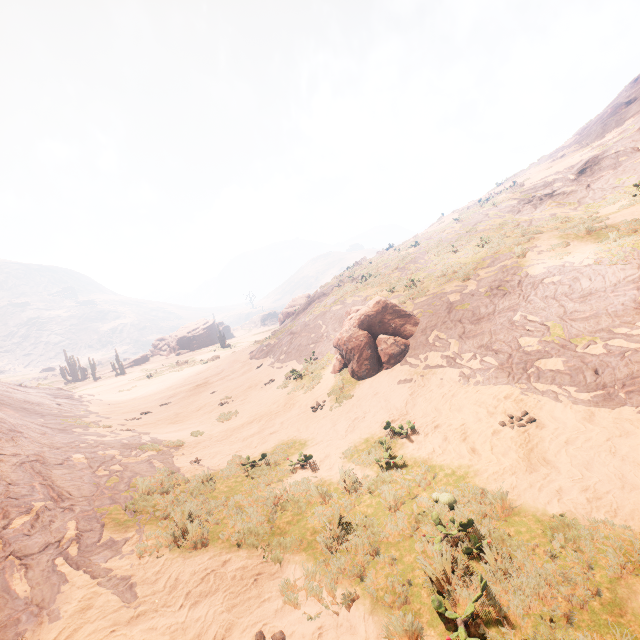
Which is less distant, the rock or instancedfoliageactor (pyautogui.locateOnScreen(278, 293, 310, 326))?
instancedfoliageactor (pyautogui.locateOnScreen(278, 293, 310, 326))

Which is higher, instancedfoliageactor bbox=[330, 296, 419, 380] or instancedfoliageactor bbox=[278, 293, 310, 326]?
instancedfoliageactor bbox=[278, 293, 310, 326]

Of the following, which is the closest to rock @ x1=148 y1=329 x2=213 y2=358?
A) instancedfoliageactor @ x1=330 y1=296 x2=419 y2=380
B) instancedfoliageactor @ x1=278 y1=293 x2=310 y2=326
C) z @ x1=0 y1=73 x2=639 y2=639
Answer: instancedfoliageactor @ x1=278 y1=293 x2=310 y2=326

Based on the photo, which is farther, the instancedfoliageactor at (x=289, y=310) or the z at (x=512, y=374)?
the instancedfoliageactor at (x=289, y=310)

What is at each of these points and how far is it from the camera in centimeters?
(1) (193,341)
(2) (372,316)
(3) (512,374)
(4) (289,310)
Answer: (1) rock, 5794cm
(2) instancedfoliageactor, 1396cm
(3) z, 909cm
(4) instancedfoliageactor, 4356cm

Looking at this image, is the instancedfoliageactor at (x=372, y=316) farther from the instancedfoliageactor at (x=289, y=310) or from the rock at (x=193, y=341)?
the rock at (x=193, y=341)

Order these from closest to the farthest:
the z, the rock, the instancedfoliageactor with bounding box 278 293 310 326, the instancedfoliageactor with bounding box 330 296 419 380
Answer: the z, the instancedfoliageactor with bounding box 330 296 419 380, the instancedfoliageactor with bounding box 278 293 310 326, the rock

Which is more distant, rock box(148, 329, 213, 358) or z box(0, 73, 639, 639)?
rock box(148, 329, 213, 358)
